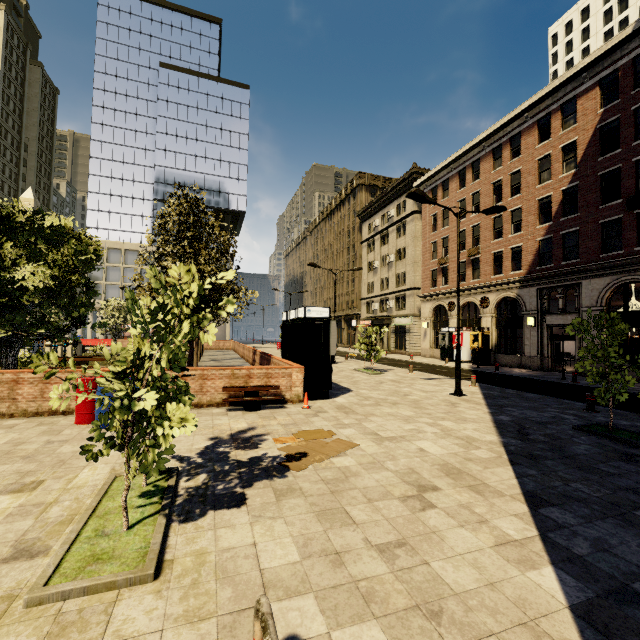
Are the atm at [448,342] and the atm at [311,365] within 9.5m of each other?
no

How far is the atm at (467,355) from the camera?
26.6m

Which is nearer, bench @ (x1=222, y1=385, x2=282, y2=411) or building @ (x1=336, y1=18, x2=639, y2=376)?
bench @ (x1=222, y1=385, x2=282, y2=411)

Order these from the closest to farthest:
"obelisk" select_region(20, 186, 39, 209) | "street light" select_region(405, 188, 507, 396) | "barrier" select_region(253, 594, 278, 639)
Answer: "barrier" select_region(253, 594, 278, 639), "street light" select_region(405, 188, 507, 396), "obelisk" select_region(20, 186, 39, 209)

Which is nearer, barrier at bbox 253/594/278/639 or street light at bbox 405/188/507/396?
barrier at bbox 253/594/278/639

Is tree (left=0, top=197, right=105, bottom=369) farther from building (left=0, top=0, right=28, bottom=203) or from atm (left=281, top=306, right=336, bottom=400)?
atm (left=281, top=306, right=336, bottom=400)

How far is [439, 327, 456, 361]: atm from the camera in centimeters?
2932cm

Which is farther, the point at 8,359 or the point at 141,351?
the point at 8,359
